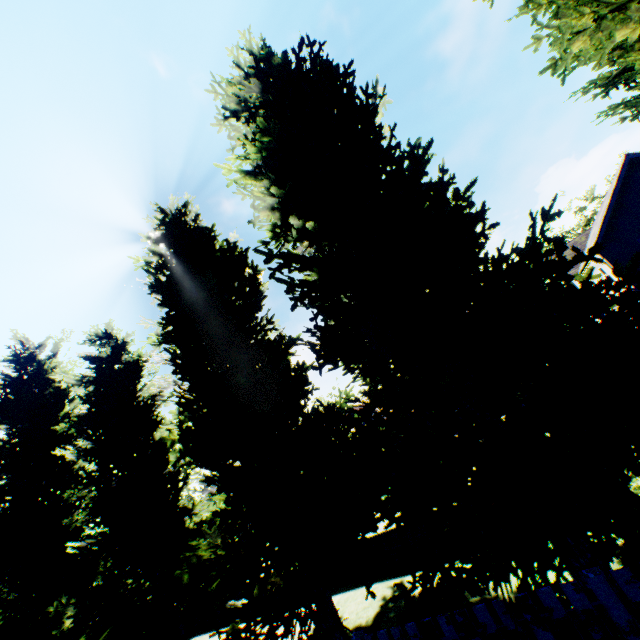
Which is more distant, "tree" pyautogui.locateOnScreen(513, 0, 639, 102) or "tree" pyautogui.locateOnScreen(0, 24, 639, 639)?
"tree" pyautogui.locateOnScreen(513, 0, 639, 102)

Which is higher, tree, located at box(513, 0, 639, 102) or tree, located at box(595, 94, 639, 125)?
tree, located at box(513, 0, 639, 102)

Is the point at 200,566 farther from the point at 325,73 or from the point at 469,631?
→ the point at 325,73

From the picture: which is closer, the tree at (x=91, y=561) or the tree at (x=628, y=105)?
the tree at (x=91, y=561)
